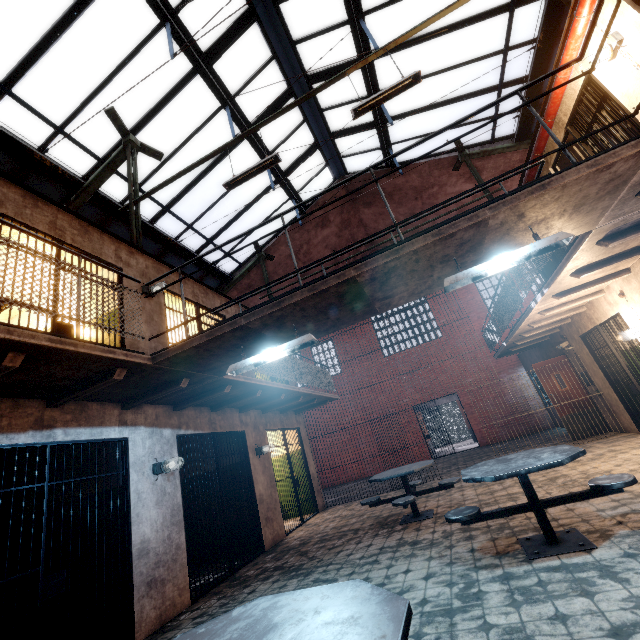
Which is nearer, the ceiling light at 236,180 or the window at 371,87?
the ceiling light at 236,180

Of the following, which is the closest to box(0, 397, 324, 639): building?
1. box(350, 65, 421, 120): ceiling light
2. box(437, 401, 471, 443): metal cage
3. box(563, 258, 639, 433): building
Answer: box(350, 65, 421, 120): ceiling light

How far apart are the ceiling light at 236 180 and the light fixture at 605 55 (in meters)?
4.59

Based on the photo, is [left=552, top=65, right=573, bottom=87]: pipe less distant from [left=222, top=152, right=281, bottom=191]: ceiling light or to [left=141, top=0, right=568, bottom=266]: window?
[left=141, top=0, right=568, bottom=266]: window

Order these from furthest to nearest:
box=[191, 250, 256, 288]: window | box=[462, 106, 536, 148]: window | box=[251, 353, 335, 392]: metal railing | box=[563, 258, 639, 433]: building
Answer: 1. box=[191, 250, 256, 288]: window
2. box=[462, 106, 536, 148]: window
3. box=[251, 353, 335, 392]: metal railing
4. box=[563, 258, 639, 433]: building

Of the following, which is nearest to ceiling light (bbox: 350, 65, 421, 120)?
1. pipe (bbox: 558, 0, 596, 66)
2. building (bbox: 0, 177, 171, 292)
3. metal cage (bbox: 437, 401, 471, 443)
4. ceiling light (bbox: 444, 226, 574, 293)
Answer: pipe (bbox: 558, 0, 596, 66)

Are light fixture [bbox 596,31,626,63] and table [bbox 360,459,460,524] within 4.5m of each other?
no

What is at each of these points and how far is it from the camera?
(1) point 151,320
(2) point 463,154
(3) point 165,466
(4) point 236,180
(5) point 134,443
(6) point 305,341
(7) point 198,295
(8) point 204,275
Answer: (1) building, 6.0 meters
(2) support beam, 10.9 meters
(3) light fixture, 5.0 meters
(4) ceiling light, 6.0 meters
(5) building, 4.8 meters
(6) ceiling light, 3.6 meters
(7) building, 7.7 meters
(8) window, 12.6 meters
